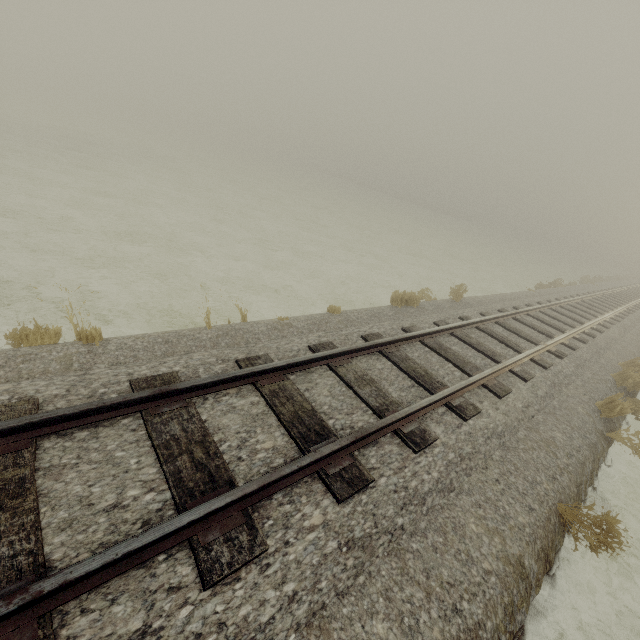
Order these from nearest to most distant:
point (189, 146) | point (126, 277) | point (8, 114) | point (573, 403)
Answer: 1. point (573, 403)
2. point (126, 277)
3. point (8, 114)
4. point (189, 146)
